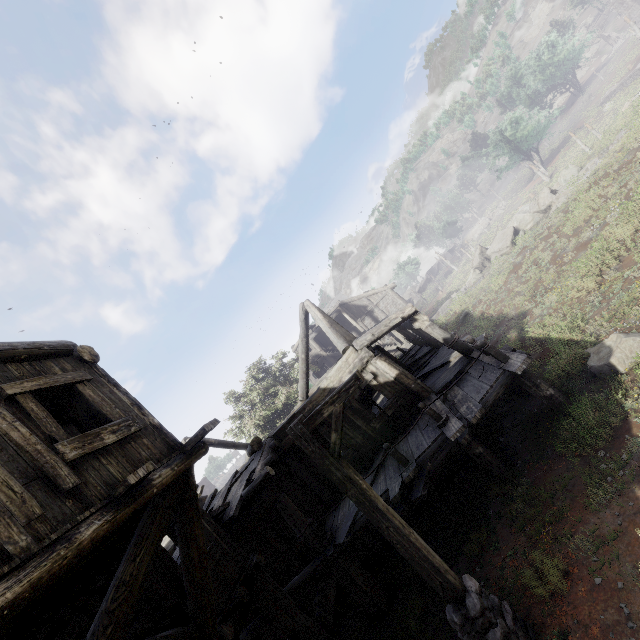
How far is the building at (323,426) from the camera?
11.1m

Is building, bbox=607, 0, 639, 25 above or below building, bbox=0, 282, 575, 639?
above

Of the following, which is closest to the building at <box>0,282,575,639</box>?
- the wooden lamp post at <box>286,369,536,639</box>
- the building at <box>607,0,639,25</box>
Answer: the wooden lamp post at <box>286,369,536,639</box>

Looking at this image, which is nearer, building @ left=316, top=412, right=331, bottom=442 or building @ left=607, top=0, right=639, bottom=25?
building @ left=316, top=412, right=331, bottom=442

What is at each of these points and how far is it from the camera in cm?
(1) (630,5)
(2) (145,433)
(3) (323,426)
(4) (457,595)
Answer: (1) building, 5062
(2) building, 540
(3) building, 1114
(4) wooden lamp post, 475

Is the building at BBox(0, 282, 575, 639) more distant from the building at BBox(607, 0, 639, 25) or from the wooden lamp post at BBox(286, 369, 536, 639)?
the building at BBox(607, 0, 639, 25)

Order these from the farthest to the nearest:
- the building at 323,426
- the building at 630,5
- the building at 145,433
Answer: the building at 630,5
the building at 323,426
the building at 145,433
